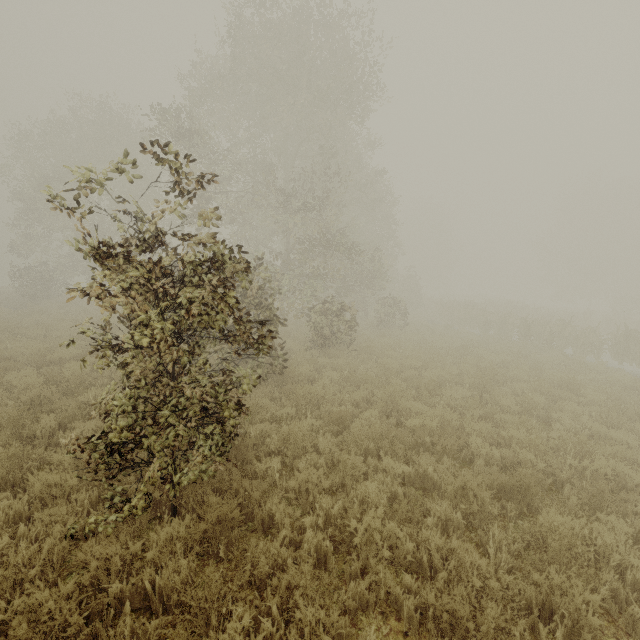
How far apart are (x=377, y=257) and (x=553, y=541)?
16.7m
